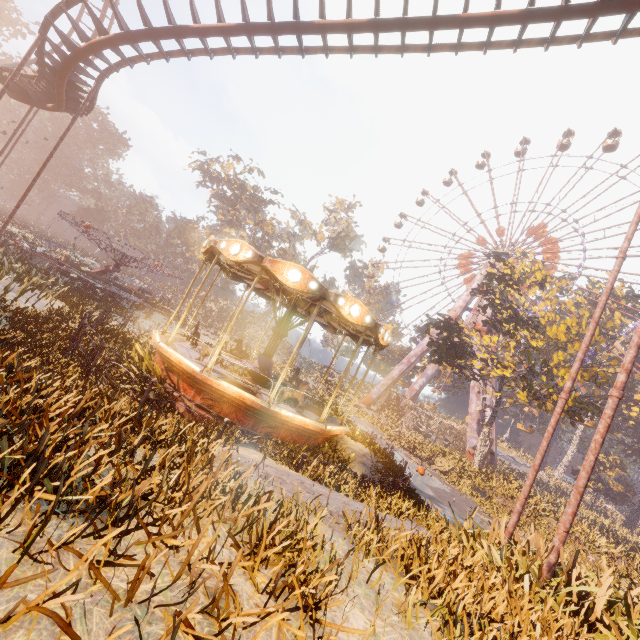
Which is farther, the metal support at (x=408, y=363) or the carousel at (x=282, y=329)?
the metal support at (x=408, y=363)

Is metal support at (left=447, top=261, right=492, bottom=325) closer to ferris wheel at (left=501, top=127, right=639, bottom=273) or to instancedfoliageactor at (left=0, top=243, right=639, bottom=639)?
ferris wheel at (left=501, top=127, right=639, bottom=273)

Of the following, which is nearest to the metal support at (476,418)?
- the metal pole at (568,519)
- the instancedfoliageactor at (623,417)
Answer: the instancedfoliageactor at (623,417)

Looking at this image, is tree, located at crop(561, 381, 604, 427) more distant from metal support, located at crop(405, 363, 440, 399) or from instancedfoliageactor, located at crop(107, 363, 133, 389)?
instancedfoliageactor, located at crop(107, 363, 133, 389)

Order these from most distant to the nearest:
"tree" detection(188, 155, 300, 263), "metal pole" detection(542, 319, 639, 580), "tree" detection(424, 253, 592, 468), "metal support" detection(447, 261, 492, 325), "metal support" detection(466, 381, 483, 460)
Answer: "tree" detection(188, 155, 300, 263) < "metal support" detection(447, 261, 492, 325) < "metal support" detection(466, 381, 483, 460) < "tree" detection(424, 253, 592, 468) < "metal pole" detection(542, 319, 639, 580)

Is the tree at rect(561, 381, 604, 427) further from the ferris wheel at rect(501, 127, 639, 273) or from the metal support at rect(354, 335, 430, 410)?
the ferris wheel at rect(501, 127, 639, 273)

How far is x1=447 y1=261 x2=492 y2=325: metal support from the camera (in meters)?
42.97

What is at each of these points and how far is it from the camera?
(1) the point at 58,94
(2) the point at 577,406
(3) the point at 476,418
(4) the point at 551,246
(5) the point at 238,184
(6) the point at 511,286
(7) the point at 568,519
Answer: (1) roller coaster, 14.8m
(2) tree, 24.6m
(3) metal support, 35.6m
(4) ferris wheel, 43.1m
(5) tree, 49.4m
(6) tree, 26.8m
(7) metal pole, 5.6m
